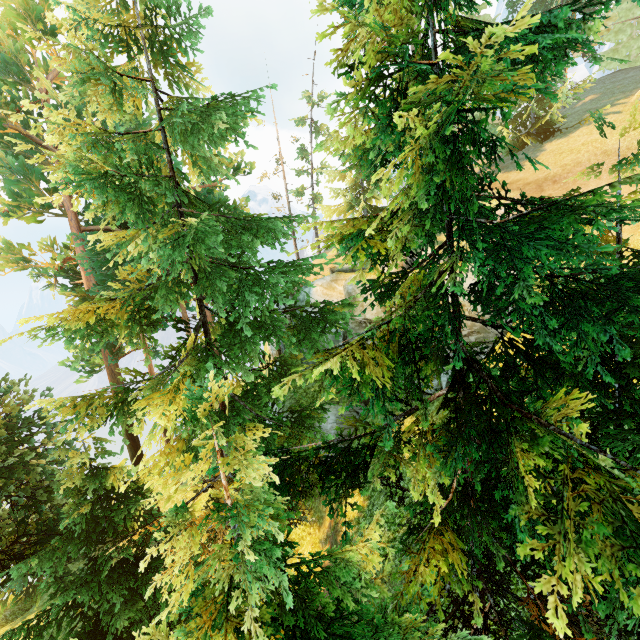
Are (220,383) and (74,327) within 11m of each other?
yes
